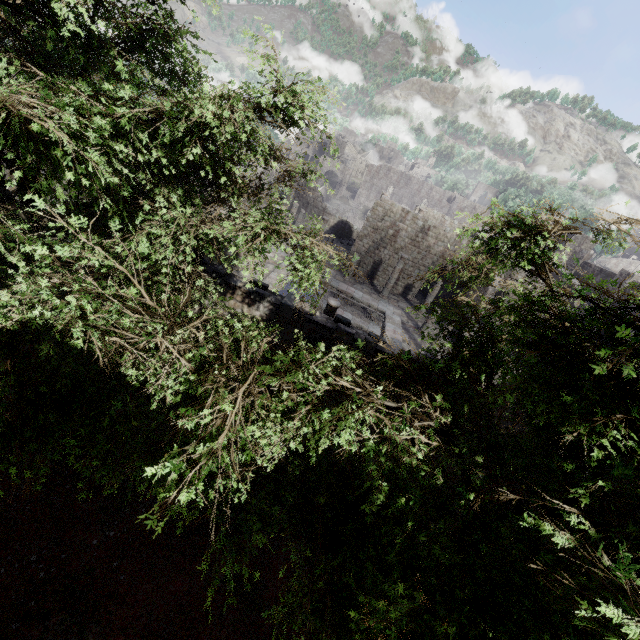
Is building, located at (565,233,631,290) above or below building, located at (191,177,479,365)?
above

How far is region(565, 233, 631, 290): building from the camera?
31.6 meters

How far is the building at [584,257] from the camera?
31.6m

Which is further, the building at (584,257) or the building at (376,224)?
the building at (584,257)

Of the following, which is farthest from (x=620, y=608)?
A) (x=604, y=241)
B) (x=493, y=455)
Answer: (x=604, y=241)

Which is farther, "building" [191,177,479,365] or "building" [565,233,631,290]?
"building" [565,233,631,290]
